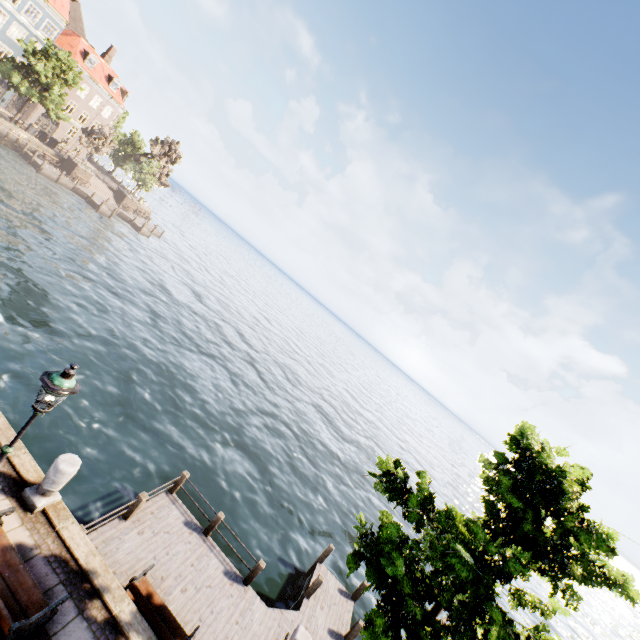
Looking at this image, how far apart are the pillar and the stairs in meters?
51.4

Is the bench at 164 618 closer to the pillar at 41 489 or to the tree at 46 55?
the pillar at 41 489

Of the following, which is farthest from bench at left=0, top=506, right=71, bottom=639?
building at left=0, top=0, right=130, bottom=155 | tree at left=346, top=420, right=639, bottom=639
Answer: building at left=0, top=0, right=130, bottom=155

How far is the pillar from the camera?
6.4m

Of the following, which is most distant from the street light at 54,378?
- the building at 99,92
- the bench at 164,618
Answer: the building at 99,92

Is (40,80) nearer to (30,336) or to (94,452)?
(30,336)

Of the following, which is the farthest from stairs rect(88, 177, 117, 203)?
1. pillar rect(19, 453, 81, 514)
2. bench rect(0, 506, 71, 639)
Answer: bench rect(0, 506, 71, 639)

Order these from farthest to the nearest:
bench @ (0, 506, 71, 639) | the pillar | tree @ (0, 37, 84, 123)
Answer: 1. tree @ (0, 37, 84, 123)
2. the pillar
3. bench @ (0, 506, 71, 639)
